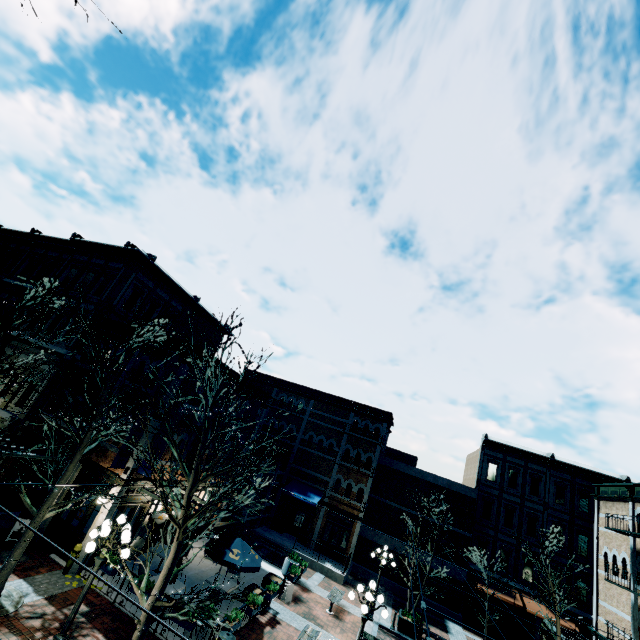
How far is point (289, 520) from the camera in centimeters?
2733cm

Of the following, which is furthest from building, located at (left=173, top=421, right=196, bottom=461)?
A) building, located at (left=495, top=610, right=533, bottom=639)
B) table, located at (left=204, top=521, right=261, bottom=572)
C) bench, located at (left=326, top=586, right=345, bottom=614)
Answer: building, located at (left=495, top=610, right=533, bottom=639)

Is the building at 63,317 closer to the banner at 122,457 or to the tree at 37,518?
the banner at 122,457

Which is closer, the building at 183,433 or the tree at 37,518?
the tree at 37,518

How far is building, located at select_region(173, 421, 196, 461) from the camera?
16.2 meters

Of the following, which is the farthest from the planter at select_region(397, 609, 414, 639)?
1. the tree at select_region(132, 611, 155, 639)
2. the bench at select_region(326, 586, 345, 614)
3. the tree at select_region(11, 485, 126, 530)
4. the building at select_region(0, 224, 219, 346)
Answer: the tree at select_region(11, 485, 126, 530)
